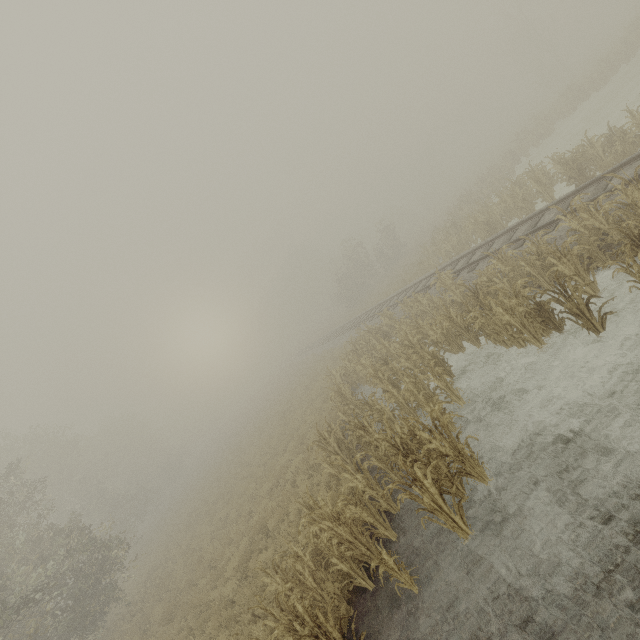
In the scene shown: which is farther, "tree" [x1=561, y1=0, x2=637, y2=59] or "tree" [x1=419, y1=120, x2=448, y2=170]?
"tree" [x1=419, y1=120, x2=448, y2=170]

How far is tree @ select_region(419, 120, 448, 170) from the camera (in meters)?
56.50

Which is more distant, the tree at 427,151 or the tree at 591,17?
the tree at 427,151

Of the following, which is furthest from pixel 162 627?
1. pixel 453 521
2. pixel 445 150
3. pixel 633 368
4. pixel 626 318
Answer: pixel 445 150

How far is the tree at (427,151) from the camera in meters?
56.5
